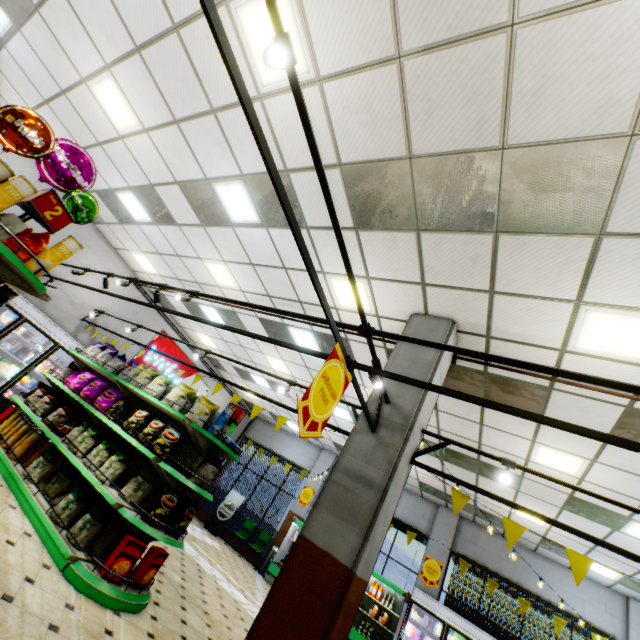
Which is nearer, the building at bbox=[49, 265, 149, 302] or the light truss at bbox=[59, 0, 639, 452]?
the light truss at bbox=[59, 0, 639, 452]

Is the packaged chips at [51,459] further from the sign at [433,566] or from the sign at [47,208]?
the sign at [433,566]

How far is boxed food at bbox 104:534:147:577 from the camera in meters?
3.6 m

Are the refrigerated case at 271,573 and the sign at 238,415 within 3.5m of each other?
no

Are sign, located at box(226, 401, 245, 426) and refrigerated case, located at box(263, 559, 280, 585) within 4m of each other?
no

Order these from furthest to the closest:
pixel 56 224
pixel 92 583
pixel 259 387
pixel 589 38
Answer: pixel 259 387 → pixel 92 583 → pixel 56 224 → pixel 589 38

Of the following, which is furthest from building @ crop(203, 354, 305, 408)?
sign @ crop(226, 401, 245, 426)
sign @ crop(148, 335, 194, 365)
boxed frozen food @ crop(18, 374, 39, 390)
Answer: sign @ crop(226, 401, 245, 426)

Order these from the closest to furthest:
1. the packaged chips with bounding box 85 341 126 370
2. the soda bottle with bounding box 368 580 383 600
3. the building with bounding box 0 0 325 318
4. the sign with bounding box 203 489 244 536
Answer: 1. the building with bounding box 0 0 325 318
2. the packaged chips with bounding box 85 341 126 370
3. the soda bottle with bounding box 368 580 383 600
4. the sign with bounding box 203 489 244 536
